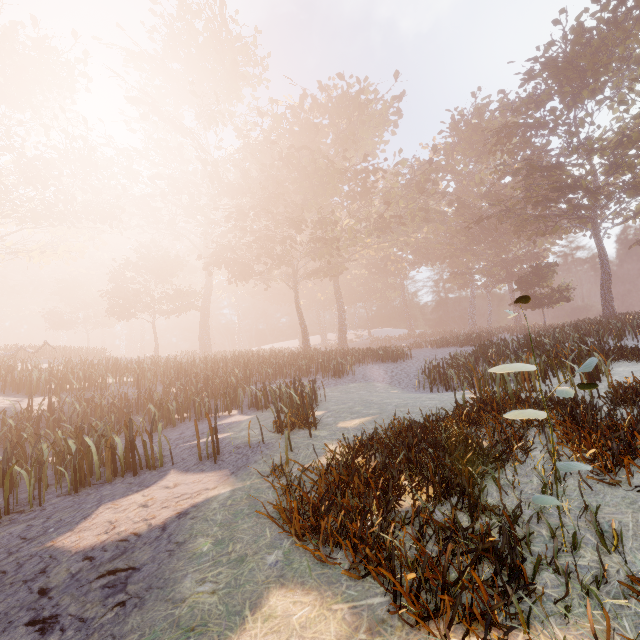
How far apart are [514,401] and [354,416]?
4.1m
